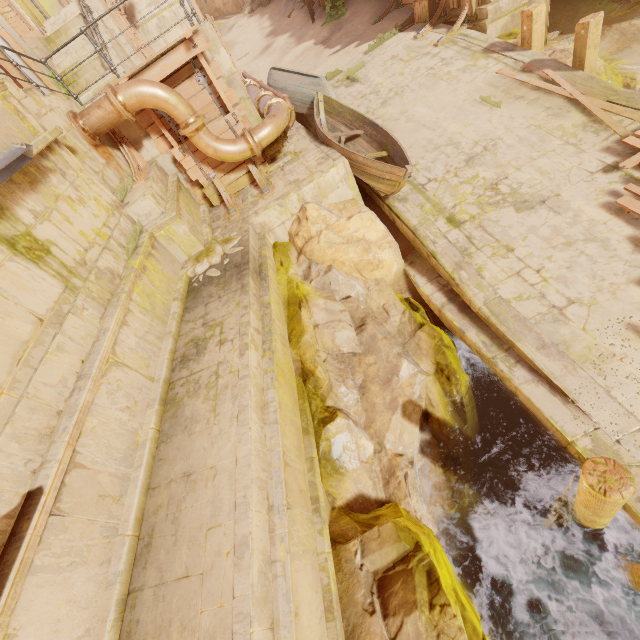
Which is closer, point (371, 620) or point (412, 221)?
point (371, 620)

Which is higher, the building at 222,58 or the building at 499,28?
the building at 222,58

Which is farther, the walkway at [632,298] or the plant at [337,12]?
the plant at [337,12]

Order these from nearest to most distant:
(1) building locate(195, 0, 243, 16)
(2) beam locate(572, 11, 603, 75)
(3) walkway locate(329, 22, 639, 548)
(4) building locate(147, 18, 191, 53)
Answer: (3) walkway locate(329, 22, 639, 548) → (2) beam locate(572, 11, 603, 75) → (4) building locate(147, 18, 191, 53) → (1) building locate(195, 0, 243, 16)

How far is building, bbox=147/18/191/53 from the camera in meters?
21.1

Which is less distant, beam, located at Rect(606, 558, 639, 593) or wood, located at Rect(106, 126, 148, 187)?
beam, located at Rect(606, 558, 639, 593)

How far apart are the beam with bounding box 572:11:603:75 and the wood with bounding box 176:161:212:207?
10.1m

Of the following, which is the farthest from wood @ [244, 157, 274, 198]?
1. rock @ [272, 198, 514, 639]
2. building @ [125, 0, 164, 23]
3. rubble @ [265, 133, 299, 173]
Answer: building @ [125, 0, 164, 23]
